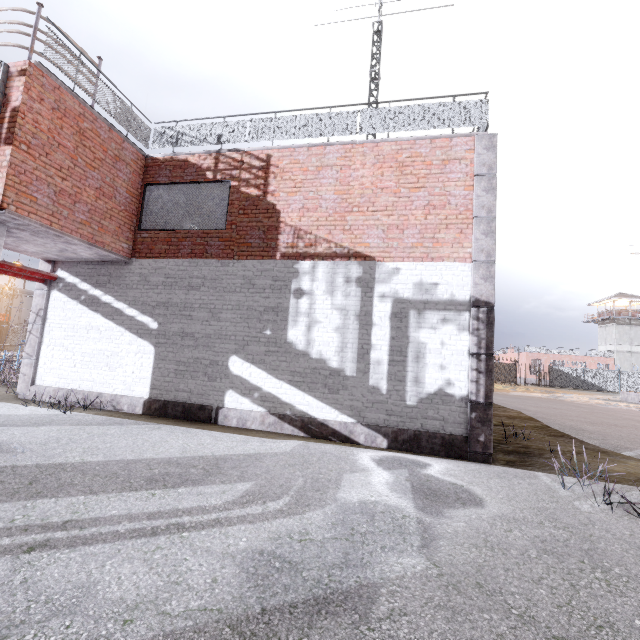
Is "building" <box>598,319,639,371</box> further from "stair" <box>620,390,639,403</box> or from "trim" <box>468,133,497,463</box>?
"trim" <box>468,133,497,463</box>

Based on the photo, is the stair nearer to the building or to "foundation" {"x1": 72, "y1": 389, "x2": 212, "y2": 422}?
the building

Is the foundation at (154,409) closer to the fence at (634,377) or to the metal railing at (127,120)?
the fence at (634,377)

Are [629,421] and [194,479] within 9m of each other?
no

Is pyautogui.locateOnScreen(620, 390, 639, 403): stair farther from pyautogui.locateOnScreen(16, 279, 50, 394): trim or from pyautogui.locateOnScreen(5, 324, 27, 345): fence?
pyautogui.locateOnScreen(16, 279, 50, 394): trim

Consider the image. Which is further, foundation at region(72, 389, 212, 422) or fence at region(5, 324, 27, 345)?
fence at region(5, 324, 27, 345)

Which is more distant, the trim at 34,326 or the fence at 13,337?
the fence at 13,337

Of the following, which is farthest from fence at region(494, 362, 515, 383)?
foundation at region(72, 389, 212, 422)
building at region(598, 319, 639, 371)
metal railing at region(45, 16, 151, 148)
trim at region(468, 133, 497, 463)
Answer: trim at region(468, 133, 497, 463)
